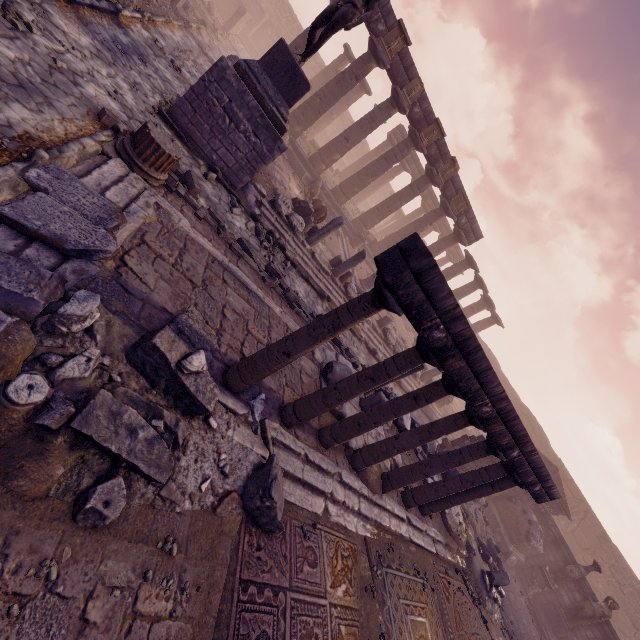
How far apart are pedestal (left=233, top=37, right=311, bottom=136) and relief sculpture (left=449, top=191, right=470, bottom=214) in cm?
1261

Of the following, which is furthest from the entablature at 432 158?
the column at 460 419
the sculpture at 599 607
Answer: the sculpture at 599 607

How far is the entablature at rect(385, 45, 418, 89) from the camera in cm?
1468

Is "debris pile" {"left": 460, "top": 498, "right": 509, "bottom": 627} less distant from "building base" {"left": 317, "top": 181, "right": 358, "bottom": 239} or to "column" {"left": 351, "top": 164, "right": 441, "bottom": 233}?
"building base" {"left": 317, "top": 181, "right": 358, "bottom": 239}

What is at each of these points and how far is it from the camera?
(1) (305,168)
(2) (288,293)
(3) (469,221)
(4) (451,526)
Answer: (1) building base, 17.5m
(2) stone blocks, 8.2m
(3) entablature, 20.0m
(4) building debris, 9.2m

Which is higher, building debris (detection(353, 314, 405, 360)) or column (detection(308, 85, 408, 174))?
column (detection(308, 85, 408, 174))

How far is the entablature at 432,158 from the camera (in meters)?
17.09

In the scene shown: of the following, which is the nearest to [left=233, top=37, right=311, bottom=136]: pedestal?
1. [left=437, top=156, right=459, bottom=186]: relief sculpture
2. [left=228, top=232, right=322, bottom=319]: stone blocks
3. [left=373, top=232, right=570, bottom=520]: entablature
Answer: [left=228, top=232, right=322, bottom=319]: stone blocks
